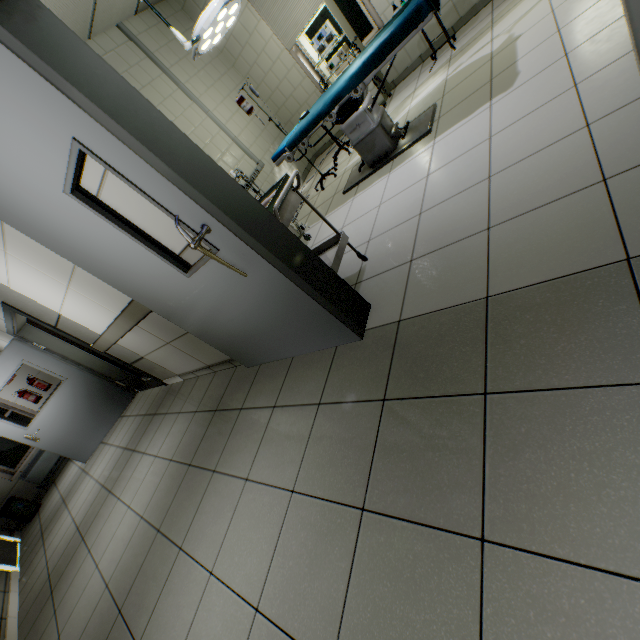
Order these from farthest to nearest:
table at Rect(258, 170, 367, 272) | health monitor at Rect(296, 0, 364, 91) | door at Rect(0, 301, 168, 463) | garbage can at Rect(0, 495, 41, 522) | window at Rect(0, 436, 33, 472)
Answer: window at Rect(0, 436, 33, 472), garbage can at Rect(0, 495, 41, 522), door at Rect(0, 301, 168, 463), health monitor at Rect(296, 0, 364, 91), table at Rect(258, 170, 367, 272)

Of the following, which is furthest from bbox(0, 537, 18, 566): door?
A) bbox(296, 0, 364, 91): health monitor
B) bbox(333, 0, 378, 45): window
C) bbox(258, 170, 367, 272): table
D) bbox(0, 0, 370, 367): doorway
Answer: bbox(333, 0, 378, 45): window

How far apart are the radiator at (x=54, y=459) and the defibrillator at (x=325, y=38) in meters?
9.1

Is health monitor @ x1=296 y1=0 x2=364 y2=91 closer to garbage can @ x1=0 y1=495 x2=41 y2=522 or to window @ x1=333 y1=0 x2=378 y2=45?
window @ x1=333 y1=0 x2=378 y2=45

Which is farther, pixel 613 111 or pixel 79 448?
pixel 79 448

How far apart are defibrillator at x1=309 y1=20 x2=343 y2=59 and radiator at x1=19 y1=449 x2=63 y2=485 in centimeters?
912cm

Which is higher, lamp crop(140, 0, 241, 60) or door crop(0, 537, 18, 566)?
lamp crop(140, 0, 241, 60)

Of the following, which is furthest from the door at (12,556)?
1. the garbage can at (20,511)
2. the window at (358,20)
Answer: the window at (358,20)
